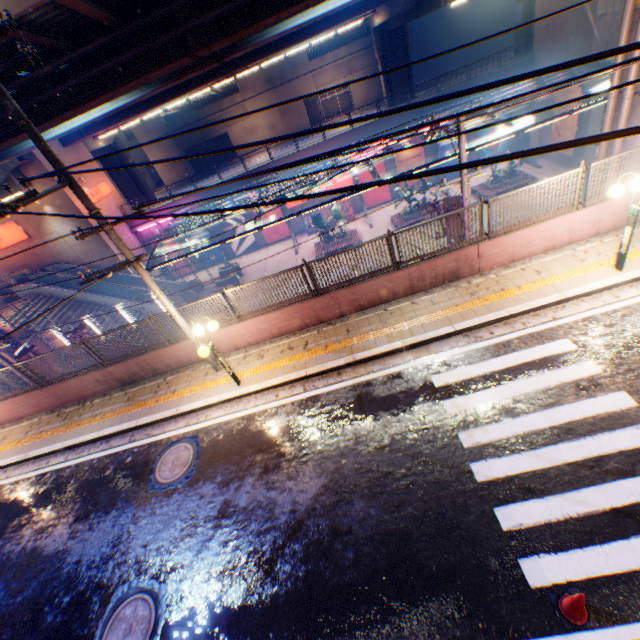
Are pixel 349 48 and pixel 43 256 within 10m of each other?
no

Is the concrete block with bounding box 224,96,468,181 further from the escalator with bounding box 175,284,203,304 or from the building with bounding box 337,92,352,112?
the building with bounding box 337,92,352,112

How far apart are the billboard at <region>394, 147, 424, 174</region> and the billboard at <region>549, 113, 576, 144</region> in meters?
9.4

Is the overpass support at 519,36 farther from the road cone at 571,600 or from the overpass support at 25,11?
the road cone at 571,600

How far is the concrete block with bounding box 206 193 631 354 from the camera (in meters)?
8.92

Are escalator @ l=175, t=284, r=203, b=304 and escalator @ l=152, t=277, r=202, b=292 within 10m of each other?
yes

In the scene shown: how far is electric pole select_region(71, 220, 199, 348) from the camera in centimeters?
750cm

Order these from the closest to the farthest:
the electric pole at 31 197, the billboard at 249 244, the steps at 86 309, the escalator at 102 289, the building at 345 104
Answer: the electric pole at 31 197
the steps at 86 309
the escalator at 102 289
the billboard at 249 244
the building at 345 104
